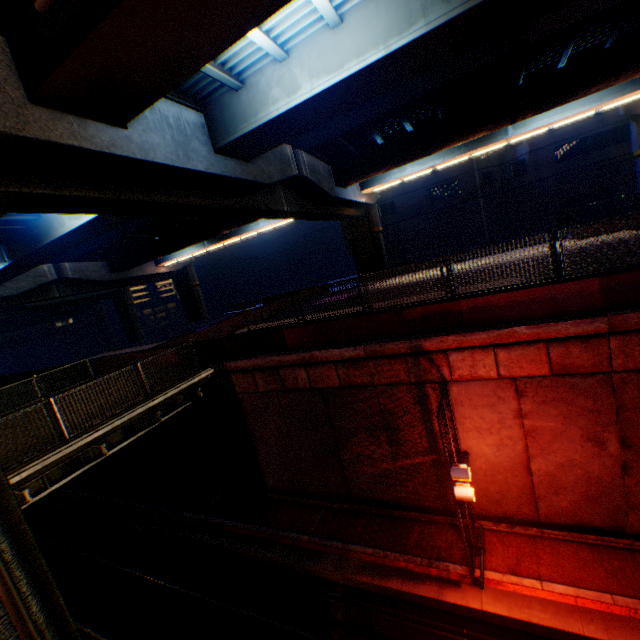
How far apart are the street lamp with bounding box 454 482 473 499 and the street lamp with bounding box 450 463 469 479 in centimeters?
29cm

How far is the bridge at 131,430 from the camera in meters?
8.1

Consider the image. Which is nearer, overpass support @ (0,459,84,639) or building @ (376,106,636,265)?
overpass support @ (0,459,84,639)

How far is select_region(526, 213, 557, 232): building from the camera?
33.5m

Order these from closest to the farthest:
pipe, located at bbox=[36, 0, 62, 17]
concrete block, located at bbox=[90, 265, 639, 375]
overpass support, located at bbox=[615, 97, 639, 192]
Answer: pipe, located at bbox=[36, 0, 62, 17], concrete block, located at bbox=[90, 265, 639, 375], overpass support, located at bbox=[615, 97, 639, 192]

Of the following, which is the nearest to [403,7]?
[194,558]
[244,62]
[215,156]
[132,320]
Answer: [244,62]

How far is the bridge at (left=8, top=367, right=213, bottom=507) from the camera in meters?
8.1

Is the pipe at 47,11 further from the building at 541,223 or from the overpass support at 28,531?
the building at 541,223
